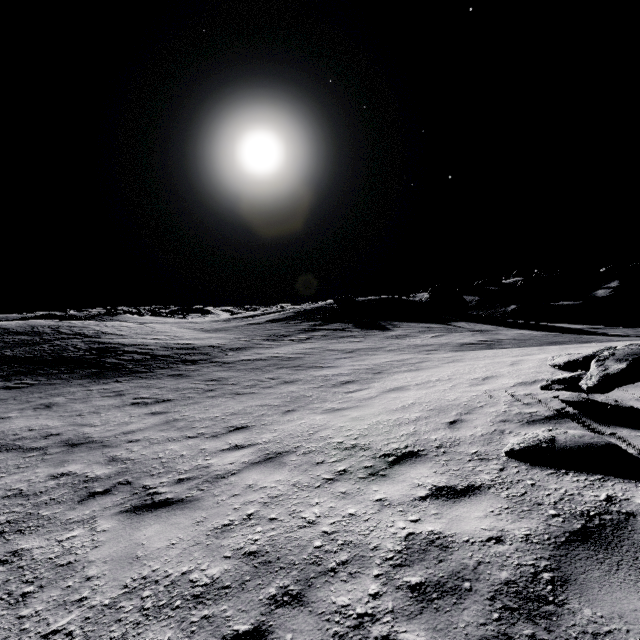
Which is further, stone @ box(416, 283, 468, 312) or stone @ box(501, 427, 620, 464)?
stone @ box(416, 283, 468, 312)

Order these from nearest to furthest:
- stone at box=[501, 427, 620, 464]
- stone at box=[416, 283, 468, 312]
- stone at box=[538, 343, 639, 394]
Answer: stone at box=[501, 427, 620, 464]
stone at box=[538, 343, 639, 394]
stone at box=[416, 283, 468, 312]

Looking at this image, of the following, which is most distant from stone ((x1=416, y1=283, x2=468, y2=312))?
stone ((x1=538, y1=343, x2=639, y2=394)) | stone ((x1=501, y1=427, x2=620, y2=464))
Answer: stone ((x1=501, y1=427, x2=620, y2=464))

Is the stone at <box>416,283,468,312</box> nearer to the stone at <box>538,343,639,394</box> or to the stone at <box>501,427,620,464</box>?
the stone at <box>538,343,639,394</box>

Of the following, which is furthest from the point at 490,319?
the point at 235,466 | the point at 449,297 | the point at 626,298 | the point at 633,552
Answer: the point at 626,298

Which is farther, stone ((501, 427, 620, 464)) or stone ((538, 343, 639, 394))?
stone ((538, 343, 639, 394))

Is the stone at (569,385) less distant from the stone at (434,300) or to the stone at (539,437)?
the stone at (539,437)

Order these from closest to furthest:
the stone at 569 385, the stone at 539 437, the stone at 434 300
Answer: the stone at 539 437 < the stone at 569 385 < the stone at 434 300
